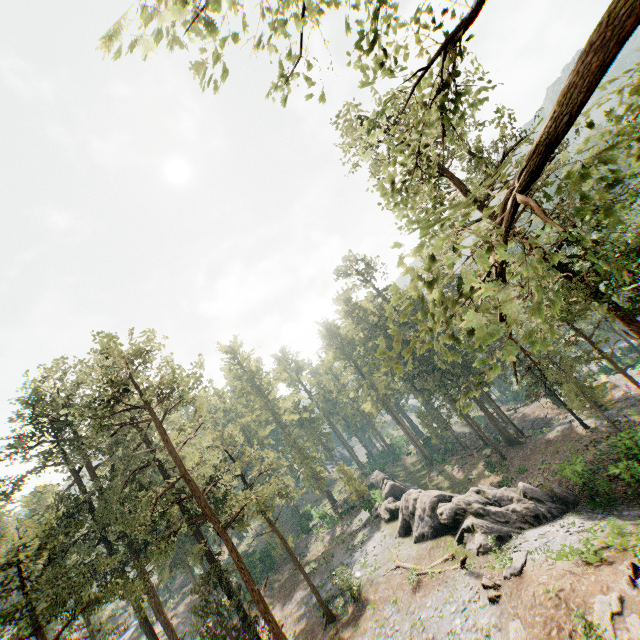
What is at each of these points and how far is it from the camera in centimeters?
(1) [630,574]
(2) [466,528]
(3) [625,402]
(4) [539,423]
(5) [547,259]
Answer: (1) foliage, 1386cm
(2) rock, 2358cm
(3) ground embankment, 3494cm
(4) ground embankment, 4441cm
(5) foliage, 1566cm

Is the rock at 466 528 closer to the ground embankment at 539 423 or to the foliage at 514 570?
the foliage at 514 570

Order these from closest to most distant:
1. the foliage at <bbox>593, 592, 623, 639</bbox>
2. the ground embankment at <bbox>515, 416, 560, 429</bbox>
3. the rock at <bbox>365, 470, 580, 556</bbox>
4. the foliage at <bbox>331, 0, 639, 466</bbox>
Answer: the foliage at <bbox>331, 0, 639, 466</bbox> < the foliage at <bbox>593, 592, 623, 639</bbox> < the rock at <bbox>365, 470, 580, 556</bbox> < the ground embankment at <bbox>515, 416, 560, 429</bbox>

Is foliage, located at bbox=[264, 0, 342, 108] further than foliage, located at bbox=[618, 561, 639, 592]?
No

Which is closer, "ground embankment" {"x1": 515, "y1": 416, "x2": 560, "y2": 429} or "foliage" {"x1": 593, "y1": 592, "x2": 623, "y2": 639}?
"foliage" {"x1": 593, "y1": 592, "x2": 623, "y2": 639}

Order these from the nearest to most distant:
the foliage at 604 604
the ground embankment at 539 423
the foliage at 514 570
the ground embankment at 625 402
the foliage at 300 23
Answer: the foliage at 300 23
the foliage at 604 604
the foliage at 514 570
the ground embankment at 625 402
the ground embankment at 539 423

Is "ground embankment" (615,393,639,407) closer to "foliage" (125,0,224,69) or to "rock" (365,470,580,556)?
"foliage" (125,0,224,69)
